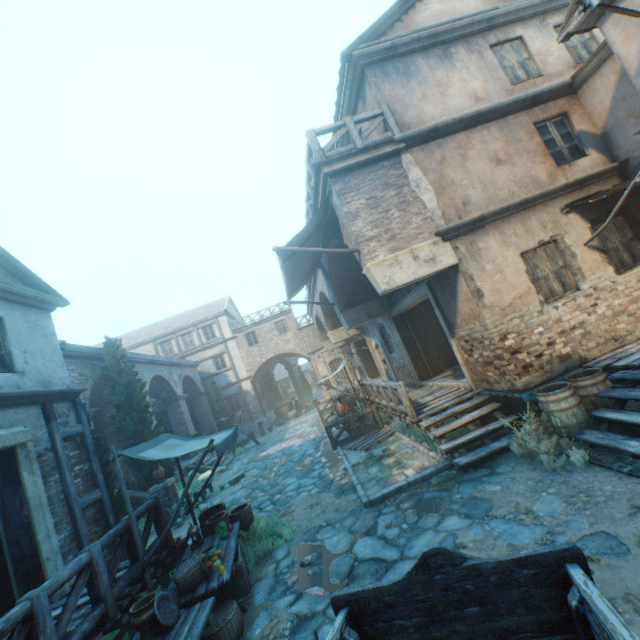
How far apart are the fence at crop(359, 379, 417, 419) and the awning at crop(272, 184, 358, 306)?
3.3m

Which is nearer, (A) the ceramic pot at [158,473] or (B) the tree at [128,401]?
(A) the ceramic pot at [158,473]

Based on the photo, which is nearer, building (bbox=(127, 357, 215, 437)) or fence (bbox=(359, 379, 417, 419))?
Answer: fence (bbox=(359, 379, 417, 419))

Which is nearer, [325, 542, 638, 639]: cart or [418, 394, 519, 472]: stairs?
[325, 542, 638, 639]: cart

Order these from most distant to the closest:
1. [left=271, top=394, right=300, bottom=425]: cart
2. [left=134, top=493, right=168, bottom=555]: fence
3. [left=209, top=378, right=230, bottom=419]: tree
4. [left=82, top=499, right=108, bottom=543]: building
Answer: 1. [left=271, top=394, right=300, bottom=425]: cart
2. [left=209, top=378, right=230, bottom=419]: tree
3. [left=82, top=499, right=108, bottom=543]: building
4. [left=134, top=493, right=168, bottom=555]: fence

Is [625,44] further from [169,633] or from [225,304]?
[225,304]

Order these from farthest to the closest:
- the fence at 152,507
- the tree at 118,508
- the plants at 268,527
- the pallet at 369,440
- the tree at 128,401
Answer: the tree at 128,401, the pallet at 369,440, the tree at 118,508, the plants at 268,527, the fence at 152,507

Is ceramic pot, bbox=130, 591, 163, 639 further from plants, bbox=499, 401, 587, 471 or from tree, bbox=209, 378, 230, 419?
plants, bbox=499, 401, 587, 471
